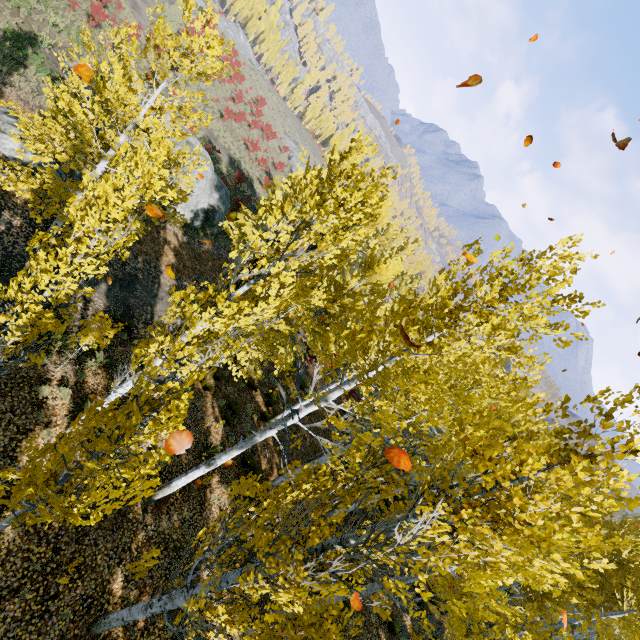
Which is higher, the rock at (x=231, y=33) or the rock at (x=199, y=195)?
the rock at (x=231, y=33)

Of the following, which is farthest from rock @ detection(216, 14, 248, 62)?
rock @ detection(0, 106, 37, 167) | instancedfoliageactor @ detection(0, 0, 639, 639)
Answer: rock @ detection(0, 106, 37, 167)

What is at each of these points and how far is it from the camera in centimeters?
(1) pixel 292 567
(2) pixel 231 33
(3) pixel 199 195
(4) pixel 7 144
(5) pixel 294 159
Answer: (1) instancedfoliageactor, 400cm
(2) rock, 5688cm
(3) rock, 2086cm
(4) rock, 1111cm
(5) rock, 5306cm

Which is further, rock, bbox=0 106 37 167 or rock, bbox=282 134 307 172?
rock, bbox=282 134 307 172

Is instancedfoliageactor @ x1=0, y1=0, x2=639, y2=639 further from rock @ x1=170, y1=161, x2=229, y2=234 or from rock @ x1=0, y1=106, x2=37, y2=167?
rock @ x1=0, y1=106, x2=37, y2=167

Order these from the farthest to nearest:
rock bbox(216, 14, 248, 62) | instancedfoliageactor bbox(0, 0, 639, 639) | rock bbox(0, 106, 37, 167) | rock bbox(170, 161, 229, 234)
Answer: rock bbox(216, 14, 248, 62) → rock bbox(170, 161, 229, 234) → rock bbox(0, 106, 37, 167) → instancedfoliageactor bbox(0, 0, 639, 639)

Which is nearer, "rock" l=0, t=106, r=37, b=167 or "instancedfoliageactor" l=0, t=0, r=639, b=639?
"instancedfoliageactor" l=0, t=0, r=639, b=639

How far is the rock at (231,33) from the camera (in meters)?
53.28
